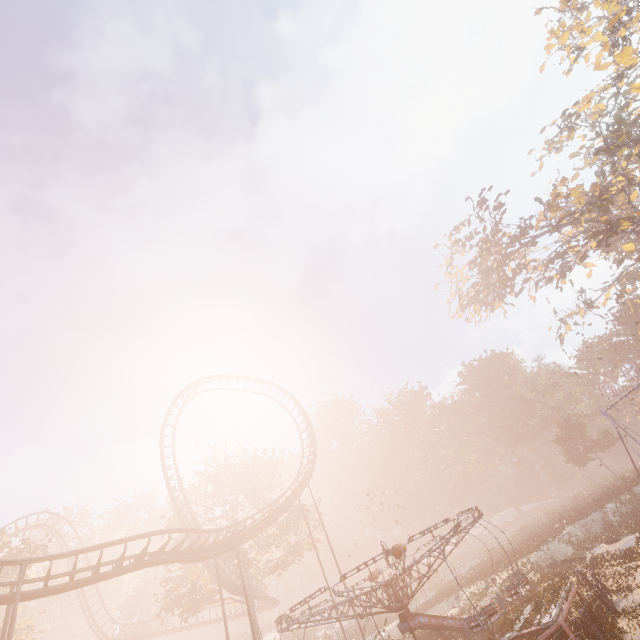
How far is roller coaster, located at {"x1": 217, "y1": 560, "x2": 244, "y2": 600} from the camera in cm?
2692

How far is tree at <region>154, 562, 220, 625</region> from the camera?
27.0 meters

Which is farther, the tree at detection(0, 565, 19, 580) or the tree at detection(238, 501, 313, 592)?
the tree at detection(238, 501, 313, 592)

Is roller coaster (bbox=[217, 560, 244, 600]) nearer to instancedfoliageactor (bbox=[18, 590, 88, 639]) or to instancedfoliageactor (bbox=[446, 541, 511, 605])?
instancedfoliageactor (bbox=[446, 541, 511, 605])

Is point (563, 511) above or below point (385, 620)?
below

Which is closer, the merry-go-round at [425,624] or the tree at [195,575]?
the merry-go-round at [425,624]

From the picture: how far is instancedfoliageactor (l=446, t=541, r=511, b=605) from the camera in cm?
2170

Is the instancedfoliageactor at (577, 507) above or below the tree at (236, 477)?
below
